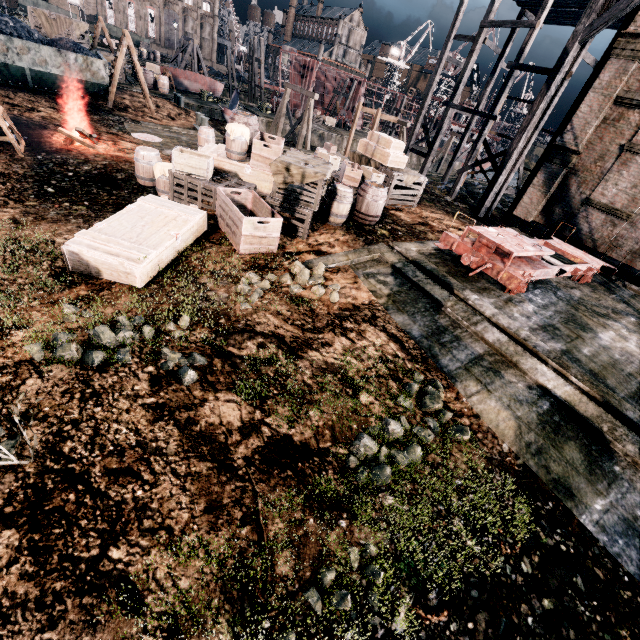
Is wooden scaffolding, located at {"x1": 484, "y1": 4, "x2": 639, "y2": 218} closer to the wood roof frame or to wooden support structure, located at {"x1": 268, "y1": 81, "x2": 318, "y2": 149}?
the wood roof frame

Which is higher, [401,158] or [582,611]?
[401,158]

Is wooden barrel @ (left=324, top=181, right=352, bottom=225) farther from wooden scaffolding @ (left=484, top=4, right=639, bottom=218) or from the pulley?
the pulley

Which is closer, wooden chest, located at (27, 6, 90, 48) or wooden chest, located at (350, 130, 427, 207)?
wooden chest, located at (350, 130, 427, 207)

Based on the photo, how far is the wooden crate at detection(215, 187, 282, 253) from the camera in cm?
849

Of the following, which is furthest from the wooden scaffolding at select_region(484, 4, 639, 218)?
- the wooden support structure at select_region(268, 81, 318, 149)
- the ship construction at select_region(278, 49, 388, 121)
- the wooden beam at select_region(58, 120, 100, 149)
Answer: the ship construction at select_region(278, 49, 388, 121)

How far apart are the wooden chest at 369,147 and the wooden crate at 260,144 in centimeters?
554cm

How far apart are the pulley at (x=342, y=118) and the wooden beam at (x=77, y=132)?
41.66m
